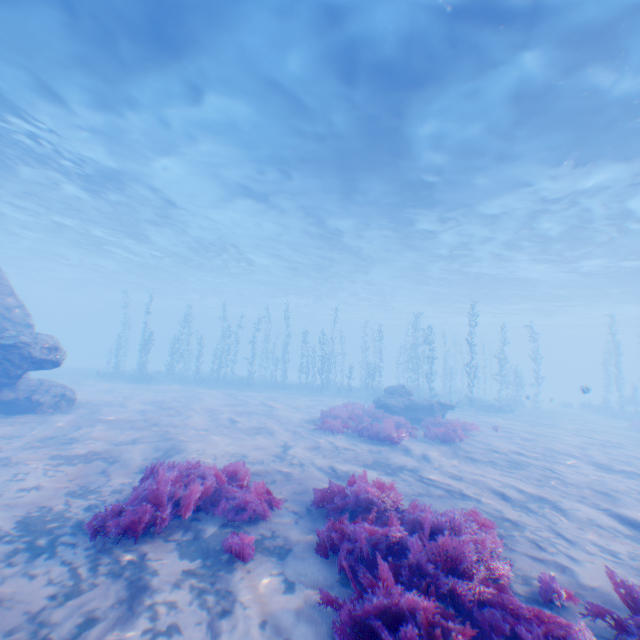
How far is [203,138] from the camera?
15.15m

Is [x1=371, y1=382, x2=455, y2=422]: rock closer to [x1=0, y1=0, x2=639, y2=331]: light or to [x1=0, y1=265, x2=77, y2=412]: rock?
[x1=0, y1=265, x2=77, y2=412]: rock

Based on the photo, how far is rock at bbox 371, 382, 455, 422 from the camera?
16.4m

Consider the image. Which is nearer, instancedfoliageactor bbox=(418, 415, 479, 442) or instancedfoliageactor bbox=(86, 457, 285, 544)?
instancedfoliageactor bbox=(86, 457, 285, 544)

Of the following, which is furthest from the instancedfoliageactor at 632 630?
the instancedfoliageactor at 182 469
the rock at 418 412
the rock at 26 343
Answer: the rock at 418 412

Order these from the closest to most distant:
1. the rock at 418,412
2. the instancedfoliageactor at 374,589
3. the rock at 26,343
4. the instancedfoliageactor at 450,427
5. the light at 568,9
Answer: the instancedfoliageactor at 374,589 → the light at 568,9 → the rock at 26,343 → the instancedfoliageactor at 450,427 → the rock at 418,412

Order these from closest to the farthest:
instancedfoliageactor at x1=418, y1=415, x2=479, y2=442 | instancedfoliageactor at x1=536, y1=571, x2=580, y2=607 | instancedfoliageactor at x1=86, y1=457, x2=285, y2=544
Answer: instancedfoliageactor at x1=536, y1=571, x2=580, y2=607 < instancedfoliageactor at x1=86, y1=457, x2=285, y2=544 < instancedfoliageactor at x1=418, y1=415, x2=479, y2=442

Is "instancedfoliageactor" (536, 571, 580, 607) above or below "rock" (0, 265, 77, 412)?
below
